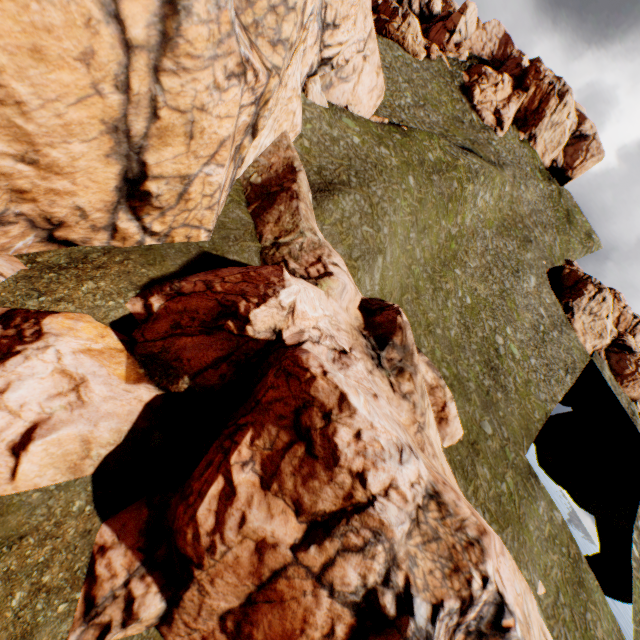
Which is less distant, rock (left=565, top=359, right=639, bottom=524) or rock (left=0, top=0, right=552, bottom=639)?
rock (left=0, top=0, right=552, bottom=639)

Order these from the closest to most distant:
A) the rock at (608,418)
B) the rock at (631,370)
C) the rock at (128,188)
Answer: the rock at (128,188), the rock at (608,418), the rock at (631,370)

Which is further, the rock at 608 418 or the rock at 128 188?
the rock at 608 418

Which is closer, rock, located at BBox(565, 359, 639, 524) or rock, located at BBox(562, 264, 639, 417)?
rock, located at BBox(565, 359, 639, 524)

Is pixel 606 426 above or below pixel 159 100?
above

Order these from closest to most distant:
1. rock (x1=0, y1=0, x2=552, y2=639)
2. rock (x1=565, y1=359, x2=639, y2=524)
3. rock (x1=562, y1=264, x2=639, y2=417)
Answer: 1. rock (x1=0, y1=0, x2=552, y2=639)
2. rock (x1=565, y1=359, x2=639, y2=524)
3. rock (x1=562, y1=264, x2=639, y2=417)

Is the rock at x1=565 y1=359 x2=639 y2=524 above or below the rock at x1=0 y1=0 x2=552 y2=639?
above
